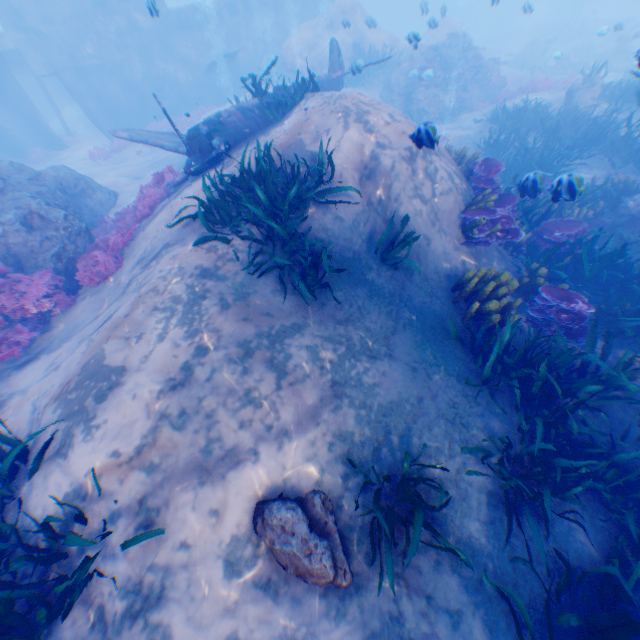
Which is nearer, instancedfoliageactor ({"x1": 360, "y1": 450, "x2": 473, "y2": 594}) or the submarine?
instancedfoliageactor ({"x1": 360, "y1": 450, "x2": 473, "y2": 594})

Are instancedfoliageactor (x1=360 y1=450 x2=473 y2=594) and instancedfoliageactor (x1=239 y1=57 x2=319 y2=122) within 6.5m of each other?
no

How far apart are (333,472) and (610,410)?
Result: 4.81m

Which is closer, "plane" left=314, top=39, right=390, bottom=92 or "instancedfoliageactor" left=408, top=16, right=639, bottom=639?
"instancedfoliageactor" left=408, top=16, right=639, bottom=639

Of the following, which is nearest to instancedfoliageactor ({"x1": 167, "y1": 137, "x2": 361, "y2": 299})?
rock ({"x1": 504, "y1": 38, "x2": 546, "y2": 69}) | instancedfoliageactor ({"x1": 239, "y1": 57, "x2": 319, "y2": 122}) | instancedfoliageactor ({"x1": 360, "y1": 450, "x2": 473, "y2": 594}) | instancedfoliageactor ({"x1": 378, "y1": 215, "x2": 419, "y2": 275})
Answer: instancedfoliageactor ({"x1": 378, "y1": 215, "x2": 419, "y2": 275})

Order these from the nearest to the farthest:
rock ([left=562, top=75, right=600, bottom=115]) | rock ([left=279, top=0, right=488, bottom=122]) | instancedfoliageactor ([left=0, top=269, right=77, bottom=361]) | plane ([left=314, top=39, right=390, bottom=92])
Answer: instancedfoliageactor ([left=0, top=269, right=77, bottom=361]), plane ([left=314, top=39, right=390, bottom=92]), rock ([left=562, top=75, right=600, bottom=115]), rock ([left=279, top=0, right=488, bottom=122])

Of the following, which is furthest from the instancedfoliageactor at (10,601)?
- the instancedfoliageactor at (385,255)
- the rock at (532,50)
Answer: the rock at (532,50)

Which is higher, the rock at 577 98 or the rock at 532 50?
the rock at 577 98
